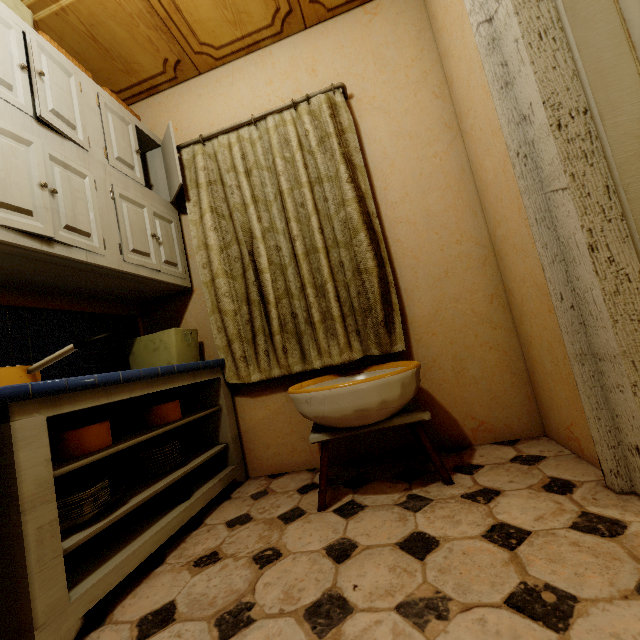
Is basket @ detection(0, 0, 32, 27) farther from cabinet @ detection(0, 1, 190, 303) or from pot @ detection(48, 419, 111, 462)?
pot @ detection(48, 419, 111, 462)

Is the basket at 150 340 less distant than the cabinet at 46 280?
No

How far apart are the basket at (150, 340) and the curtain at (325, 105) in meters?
0.1 m

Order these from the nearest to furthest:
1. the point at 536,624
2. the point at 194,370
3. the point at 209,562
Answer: the point at 536,624, the point at 209,562, the point at 194,370

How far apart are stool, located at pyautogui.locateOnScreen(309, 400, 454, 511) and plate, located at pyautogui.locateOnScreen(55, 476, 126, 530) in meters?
0.8

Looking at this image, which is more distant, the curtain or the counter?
the curtain

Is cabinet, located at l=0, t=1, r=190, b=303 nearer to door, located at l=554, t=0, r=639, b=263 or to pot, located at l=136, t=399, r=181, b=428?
pot, located at l=136, t=399, r=181, b=428

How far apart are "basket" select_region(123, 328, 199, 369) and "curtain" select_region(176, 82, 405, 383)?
0.1m
